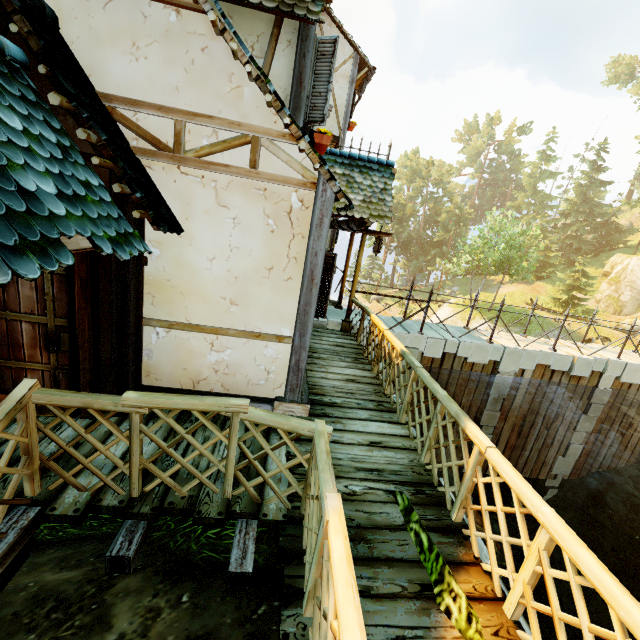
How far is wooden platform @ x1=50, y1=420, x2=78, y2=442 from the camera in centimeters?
352cm

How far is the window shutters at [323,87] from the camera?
4.7 meters

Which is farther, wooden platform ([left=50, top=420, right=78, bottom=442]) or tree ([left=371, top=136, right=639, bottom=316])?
tree ([left=371, top=136, right=639, bottom=316])

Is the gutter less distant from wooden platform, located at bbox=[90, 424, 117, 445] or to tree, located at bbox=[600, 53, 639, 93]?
wooden platform, located at bbox=[90, 424, 117, 445]

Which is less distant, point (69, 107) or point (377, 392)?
point (69, 107)

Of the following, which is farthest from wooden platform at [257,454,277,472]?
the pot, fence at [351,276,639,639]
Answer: the pot

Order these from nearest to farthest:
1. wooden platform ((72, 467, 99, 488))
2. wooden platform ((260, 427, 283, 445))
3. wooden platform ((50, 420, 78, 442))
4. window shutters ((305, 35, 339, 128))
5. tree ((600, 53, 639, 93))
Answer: wooden platform ((72, 467, 99, 488)) < wooden platform ((50, 420, 78, 442)) < wooden platform ((260, 427, 283, 445)) < window shutters ((305, 35, 339, 128)) < tree ((600, 53, 639, 93))

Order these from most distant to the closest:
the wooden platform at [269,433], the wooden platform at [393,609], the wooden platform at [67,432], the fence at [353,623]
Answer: the wooden platform at [269,433], the wooden platform at [67,432], the wooden platform at [393,609], the fence at [353,623]
